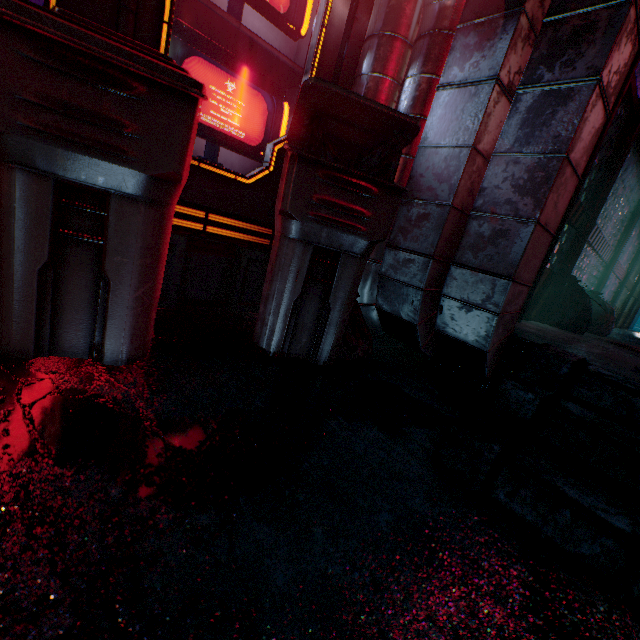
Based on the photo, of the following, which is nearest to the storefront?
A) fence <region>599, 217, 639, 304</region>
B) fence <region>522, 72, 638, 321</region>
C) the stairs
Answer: the stairs

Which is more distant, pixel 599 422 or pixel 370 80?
pixel 370 80

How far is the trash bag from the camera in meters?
2.7

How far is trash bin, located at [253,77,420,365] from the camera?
1.3 meters

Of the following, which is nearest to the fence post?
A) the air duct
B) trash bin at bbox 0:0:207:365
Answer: the air duct

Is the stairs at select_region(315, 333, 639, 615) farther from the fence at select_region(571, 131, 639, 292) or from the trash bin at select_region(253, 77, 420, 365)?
the fence at select_region(571, 131, 639, 292)

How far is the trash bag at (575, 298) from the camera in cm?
273

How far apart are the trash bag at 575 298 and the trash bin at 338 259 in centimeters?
199cm
